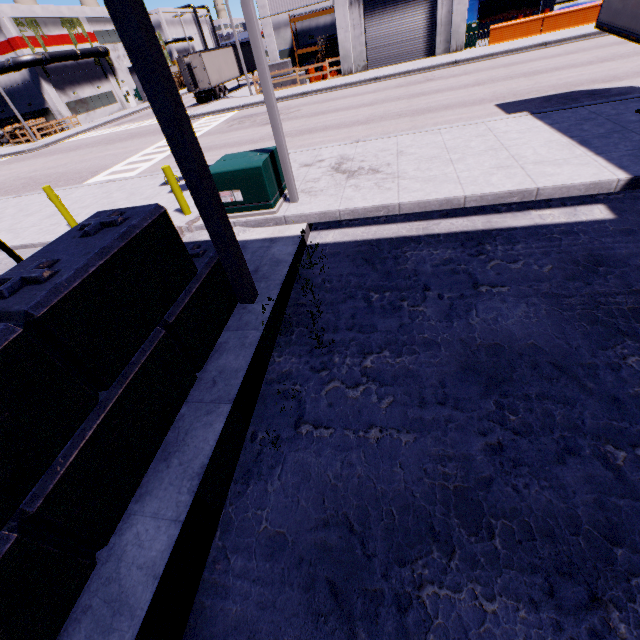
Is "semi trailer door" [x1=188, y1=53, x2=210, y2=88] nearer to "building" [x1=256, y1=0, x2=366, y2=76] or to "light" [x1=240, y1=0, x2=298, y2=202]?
"building" [x1=256, y1=0, x2=366, y2=76]

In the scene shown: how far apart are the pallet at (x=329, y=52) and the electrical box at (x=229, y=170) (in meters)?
25.30

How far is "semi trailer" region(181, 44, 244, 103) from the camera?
30.62m

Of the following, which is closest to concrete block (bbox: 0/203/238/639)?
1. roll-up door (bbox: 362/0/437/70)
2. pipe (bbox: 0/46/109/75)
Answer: roll-up door (bbox: 362/0/437/70)

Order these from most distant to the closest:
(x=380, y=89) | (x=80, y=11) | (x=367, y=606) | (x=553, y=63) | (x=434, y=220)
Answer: (x=80, y=11)
(x=380, y=89)
(x=553, y=63)
(x=434, y=220)
(x=367, y=606)

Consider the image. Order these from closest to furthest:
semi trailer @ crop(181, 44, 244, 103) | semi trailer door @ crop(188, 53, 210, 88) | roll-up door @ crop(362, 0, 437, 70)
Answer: roll-up door @ crop(362, 0, 437, 70), semi trailer door @ crop(188, 53, 210, 88), semi trailer @ crop(181, 44, 244, 103)

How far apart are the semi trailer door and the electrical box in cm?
3055

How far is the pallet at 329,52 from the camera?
25.6 meters
